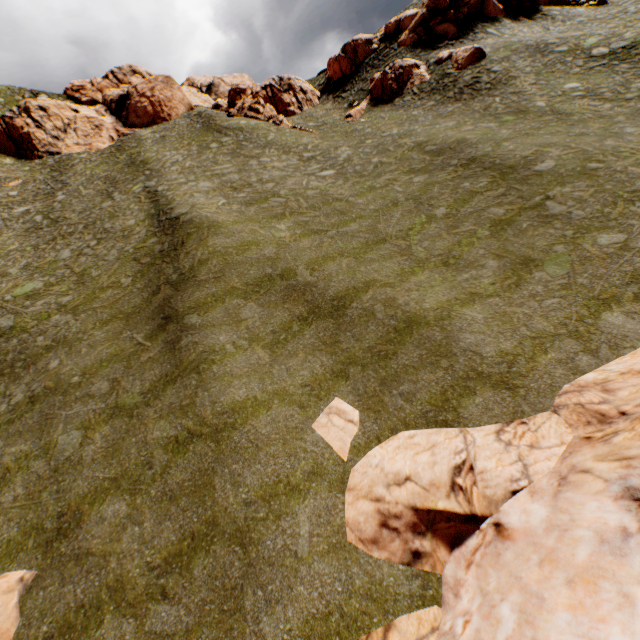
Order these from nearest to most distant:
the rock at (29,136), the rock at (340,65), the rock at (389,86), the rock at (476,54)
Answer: the rock at (476,54)
the rock at (389,86)
the rock at (340,65)
the rock at (29,136)

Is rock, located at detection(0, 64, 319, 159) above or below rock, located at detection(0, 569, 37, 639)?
above

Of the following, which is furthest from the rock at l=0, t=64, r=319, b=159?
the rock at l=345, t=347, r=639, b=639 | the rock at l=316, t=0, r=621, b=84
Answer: the rock at l=345, t=347, r=639, b=639

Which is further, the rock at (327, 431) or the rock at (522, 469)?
the rock at (327, 431)

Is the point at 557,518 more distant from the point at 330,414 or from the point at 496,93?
the point at 496,93

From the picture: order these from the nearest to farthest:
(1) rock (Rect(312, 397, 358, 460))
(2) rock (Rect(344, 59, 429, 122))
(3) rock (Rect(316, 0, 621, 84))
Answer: (1) rock (Rect(312, 397, 358, 460)), (2) rock (Rect(344, 59, 429, 122)), (3) rock (Rect(316, 0, 621, 84))

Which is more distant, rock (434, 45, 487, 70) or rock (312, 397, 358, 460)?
rock (434, 45, 487, 70)
